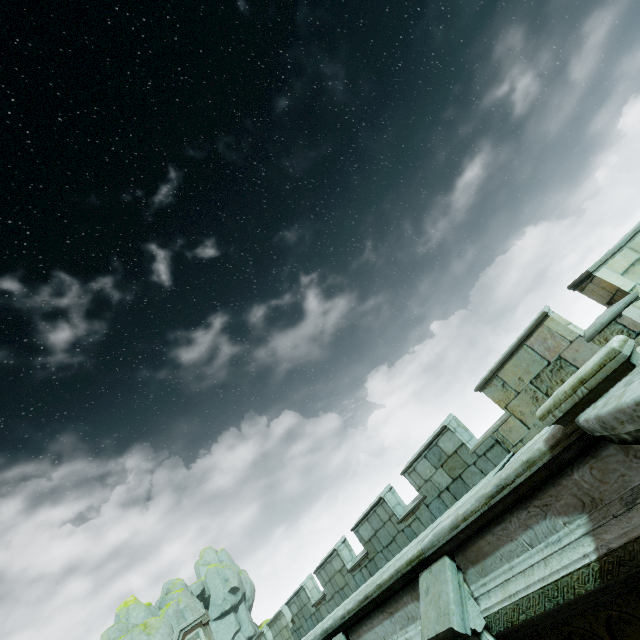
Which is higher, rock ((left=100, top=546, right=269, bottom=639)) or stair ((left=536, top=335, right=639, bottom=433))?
rock ((left=100, top=546, right=269, bottom=639))

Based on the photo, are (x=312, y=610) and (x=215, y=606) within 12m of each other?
no

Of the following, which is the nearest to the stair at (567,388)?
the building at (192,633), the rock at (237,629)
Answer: the building at (192,633)

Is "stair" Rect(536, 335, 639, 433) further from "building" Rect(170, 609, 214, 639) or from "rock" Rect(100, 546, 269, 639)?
"rock" Rect(100, 546, 269, 639)

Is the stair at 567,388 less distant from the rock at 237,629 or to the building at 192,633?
the building at 192,633

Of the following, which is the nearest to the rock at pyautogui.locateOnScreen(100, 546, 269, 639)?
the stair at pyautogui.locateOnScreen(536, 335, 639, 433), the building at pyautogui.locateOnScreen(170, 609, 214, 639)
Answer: the building at pyautogui.locateOnScreen(170, 609, 214, 639)

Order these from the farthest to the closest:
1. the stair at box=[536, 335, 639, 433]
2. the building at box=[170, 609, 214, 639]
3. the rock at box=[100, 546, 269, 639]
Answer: the rock at box=[100, 546, 269, 639] → the building at box=[170, 609, 214, 639] → the stair at box=[536, 335, 639, 433]
